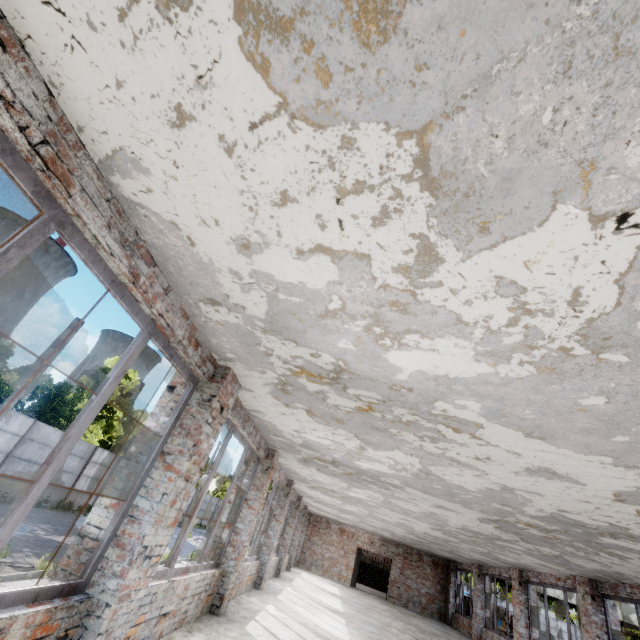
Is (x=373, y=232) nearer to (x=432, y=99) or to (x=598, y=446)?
(x=432, y=99)
